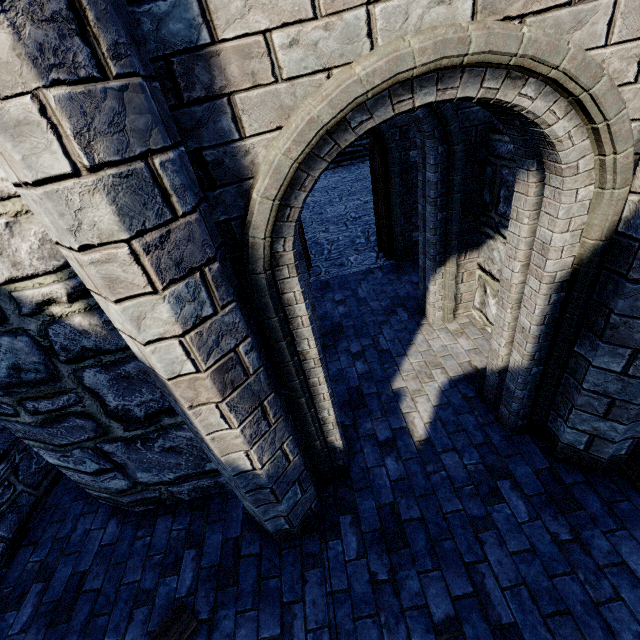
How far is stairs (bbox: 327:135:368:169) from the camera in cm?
1513

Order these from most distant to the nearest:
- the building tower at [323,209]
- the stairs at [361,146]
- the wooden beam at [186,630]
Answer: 1. the stairs at [361,146]
2. the building tower at [323,209]
3. the wooden beam at [186,630]

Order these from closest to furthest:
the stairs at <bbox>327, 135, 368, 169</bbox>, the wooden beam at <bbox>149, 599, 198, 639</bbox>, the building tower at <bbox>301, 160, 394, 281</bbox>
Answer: the wooden beam at <bbox>149, 599, 198, 639</bbox> → the building tower at <bbox>301, 160, 394, 281</bbox> → the stairs at <bbox>327, 135, 368, 169</bbox>

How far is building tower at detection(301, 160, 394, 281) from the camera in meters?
7.1

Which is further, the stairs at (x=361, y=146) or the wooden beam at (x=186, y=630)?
the stairs at (x=361, y=146)

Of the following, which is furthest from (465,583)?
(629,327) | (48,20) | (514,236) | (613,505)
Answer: (48,20)

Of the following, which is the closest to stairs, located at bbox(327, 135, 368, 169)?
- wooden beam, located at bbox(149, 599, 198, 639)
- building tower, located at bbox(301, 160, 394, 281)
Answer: building tower, located at bbox(301, 160, 394, 281)
